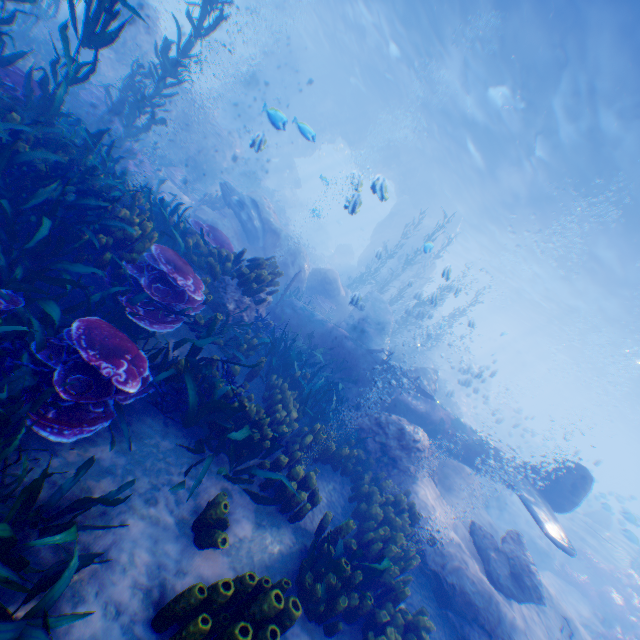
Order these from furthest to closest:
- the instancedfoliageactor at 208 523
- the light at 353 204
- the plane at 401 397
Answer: the plane at 401 397 → the light at 353 204 → the instancedfoliageactor at 208 523

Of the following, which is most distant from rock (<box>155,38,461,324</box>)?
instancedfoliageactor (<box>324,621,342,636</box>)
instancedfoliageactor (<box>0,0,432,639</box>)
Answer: instancedfoliageactor (<box>324,621,342,636</box>)

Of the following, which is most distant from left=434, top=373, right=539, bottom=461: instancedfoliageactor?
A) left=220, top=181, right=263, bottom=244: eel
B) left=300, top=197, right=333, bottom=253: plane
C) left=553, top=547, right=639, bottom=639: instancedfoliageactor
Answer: left=300, top=197, right=333, bottom=253: plane

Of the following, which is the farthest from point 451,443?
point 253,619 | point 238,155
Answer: point 238,155

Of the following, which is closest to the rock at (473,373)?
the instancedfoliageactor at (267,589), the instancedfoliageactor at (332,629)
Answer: the instancedfoliageactor at (267,589)

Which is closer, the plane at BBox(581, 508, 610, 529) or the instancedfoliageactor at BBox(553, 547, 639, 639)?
the instancedfoliageactor at BBox(553, 547, 639, 639)

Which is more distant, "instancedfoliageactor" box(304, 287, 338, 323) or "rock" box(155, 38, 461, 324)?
"instancedfoliageactor" box(304, 287, 338, 323)

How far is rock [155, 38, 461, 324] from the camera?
13.55m
